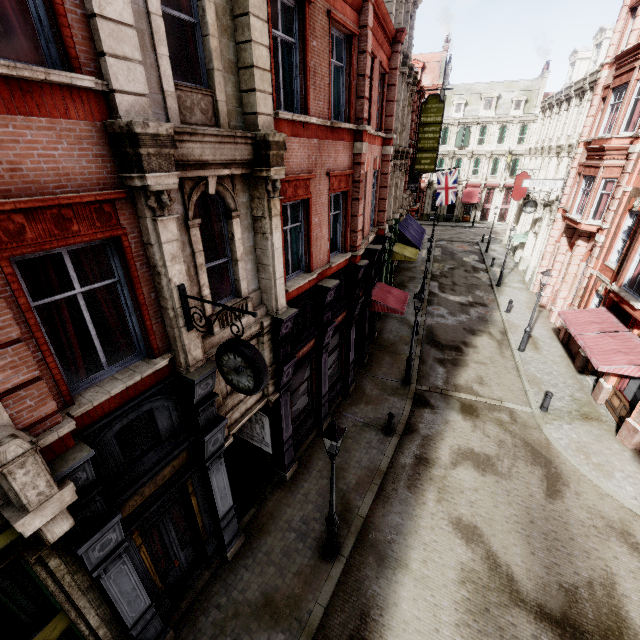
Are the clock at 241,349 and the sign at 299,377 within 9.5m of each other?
yes

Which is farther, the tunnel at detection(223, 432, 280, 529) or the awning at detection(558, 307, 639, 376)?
the awning at detection(558, 307, 639, 376)

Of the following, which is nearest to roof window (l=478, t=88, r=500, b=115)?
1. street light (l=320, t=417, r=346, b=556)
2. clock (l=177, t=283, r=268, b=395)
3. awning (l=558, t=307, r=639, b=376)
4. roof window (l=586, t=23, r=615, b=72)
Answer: roof window (l=586, t=23, r=615, b=72)

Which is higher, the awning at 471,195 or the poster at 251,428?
the awning at 471,195

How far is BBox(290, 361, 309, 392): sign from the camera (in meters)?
10.53

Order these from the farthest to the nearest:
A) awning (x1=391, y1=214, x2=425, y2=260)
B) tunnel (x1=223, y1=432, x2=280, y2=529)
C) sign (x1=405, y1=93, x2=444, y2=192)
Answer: awning (x1=391, y1=214, x2=425, y2=260) < sign (x1=405, y1=93, x2=444, y2=192) < tunnel (x1=223, y1=432, x2=280, y2=529)

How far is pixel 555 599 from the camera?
8.0 meters

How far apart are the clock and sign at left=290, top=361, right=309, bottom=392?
4.4m
